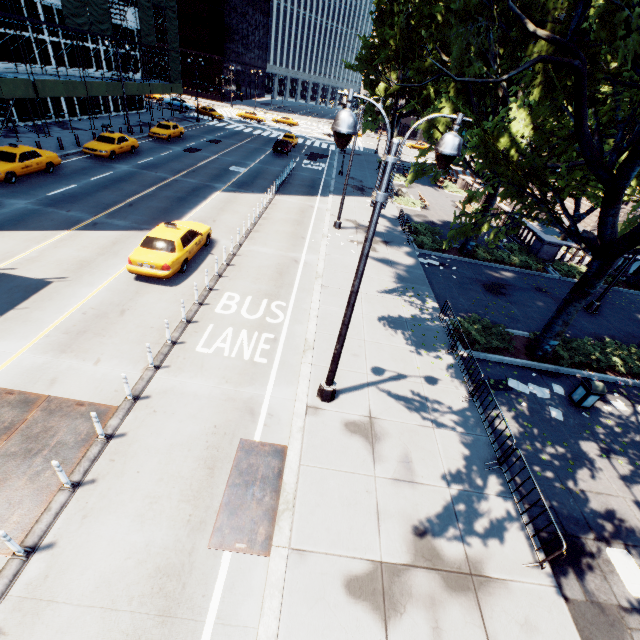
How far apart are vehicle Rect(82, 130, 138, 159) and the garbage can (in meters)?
32.37

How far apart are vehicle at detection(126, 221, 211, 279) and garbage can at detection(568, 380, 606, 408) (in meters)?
15.68

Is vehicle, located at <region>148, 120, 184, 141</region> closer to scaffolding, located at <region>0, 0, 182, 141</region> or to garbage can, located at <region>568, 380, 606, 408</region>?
scaffolding, located at <region>0, 0, 182, 141</region>

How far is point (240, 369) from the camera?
10.1 meters

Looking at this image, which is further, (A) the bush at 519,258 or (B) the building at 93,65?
(B) the building at 93,65

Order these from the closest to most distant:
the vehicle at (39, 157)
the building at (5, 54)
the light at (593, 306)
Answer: the light at (593, 306), the vehicle at (39, 157), the building at (5, 54)

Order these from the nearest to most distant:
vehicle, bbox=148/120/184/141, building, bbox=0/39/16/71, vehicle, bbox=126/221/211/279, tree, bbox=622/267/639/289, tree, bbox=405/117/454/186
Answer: vehicle, bbox=126/221/211/279 < tree, bbox=405/117/454/186 < tree, bbox=622/267/639/289 < building, bbox=0/39/16/71 < vehicle, bbox=148/120/184/141

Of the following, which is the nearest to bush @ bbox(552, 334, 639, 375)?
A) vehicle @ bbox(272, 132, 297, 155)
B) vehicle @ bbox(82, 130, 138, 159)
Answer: vehicle @ bbox(82, 130, 138, 159)
